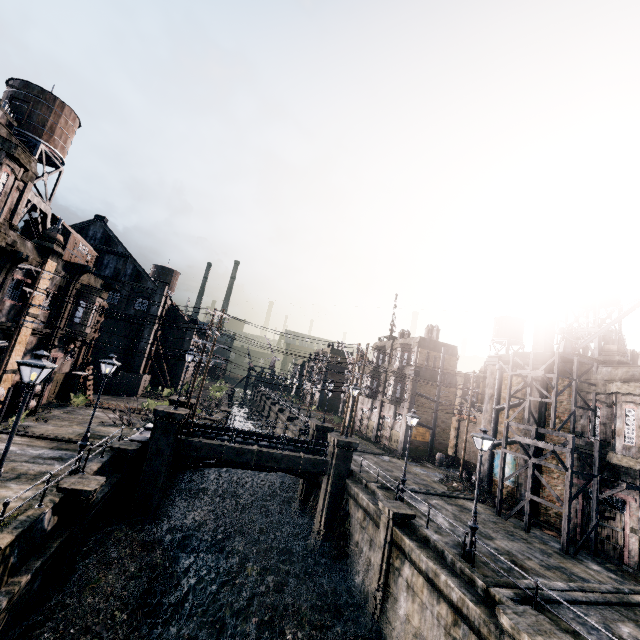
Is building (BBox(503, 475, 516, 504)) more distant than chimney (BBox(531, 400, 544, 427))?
Yes

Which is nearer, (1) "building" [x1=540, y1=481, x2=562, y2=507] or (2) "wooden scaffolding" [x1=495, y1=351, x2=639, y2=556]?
(2) "wooden scaffolding" [x1=495, y1=351, x2=639, y2=556]

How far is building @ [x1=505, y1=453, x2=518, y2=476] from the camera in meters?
25.7

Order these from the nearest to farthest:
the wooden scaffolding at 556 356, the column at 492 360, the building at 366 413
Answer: the wooden scaffolding at 556 356 < the column at 492 360 < the building at 366 413

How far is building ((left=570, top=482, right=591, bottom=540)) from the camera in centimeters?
2031cm

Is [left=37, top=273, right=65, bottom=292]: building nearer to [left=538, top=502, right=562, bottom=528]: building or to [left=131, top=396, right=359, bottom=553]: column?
[left=131, top=396, right=359, bottom=553]: column

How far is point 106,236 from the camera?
45.09m

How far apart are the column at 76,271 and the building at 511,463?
36.7m
